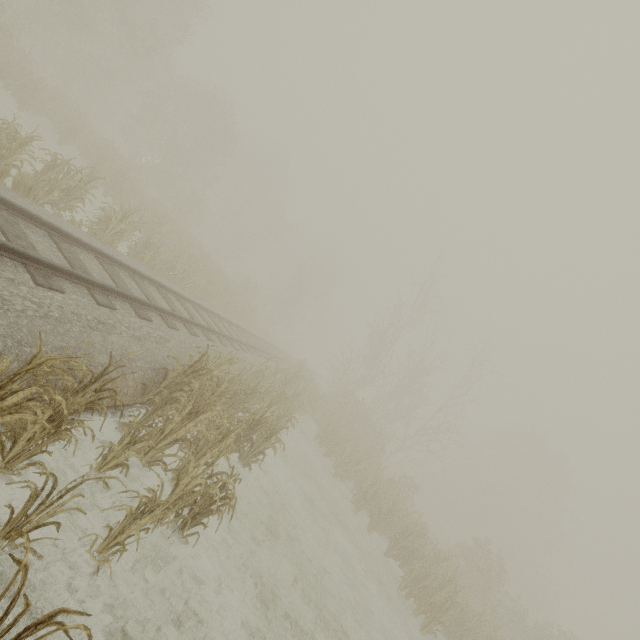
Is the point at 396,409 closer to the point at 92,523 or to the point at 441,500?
the point at 441,500
